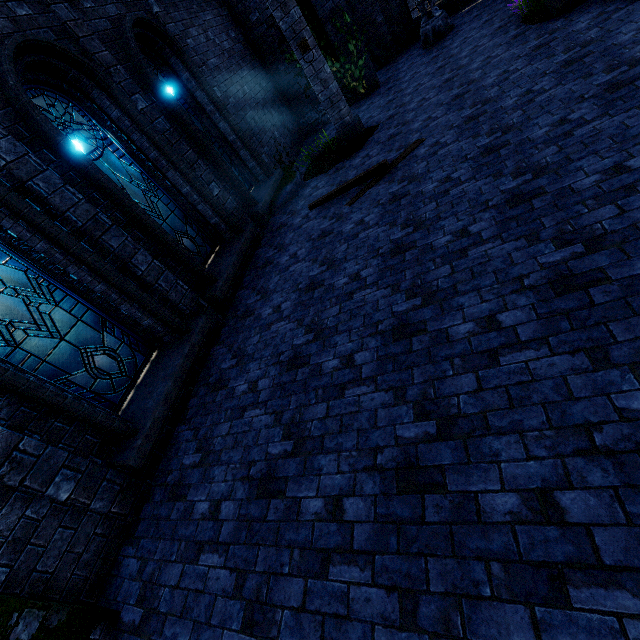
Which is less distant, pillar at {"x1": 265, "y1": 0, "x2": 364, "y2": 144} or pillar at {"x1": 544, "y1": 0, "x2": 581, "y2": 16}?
pillar at {"x1": 544, "y1": 0, "x2": 581, "y2": 16}

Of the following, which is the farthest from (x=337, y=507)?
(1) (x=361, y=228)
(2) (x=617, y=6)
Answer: (2) (x=617, y=6)

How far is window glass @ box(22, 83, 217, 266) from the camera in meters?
5.1 m

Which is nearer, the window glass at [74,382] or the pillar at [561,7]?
the window glass at [74,382]

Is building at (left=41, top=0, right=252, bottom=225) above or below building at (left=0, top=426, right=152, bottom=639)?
above

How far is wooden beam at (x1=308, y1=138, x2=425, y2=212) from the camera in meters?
6.3

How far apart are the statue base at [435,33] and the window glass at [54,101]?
10.3m

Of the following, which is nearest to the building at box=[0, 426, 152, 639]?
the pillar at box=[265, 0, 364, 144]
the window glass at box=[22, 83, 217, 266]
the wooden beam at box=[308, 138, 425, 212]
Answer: the pillar at box=[265, 0, 364, 144]
